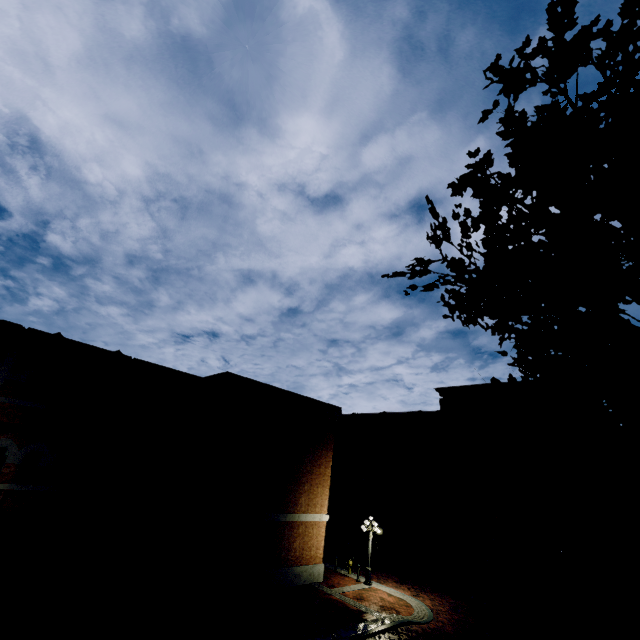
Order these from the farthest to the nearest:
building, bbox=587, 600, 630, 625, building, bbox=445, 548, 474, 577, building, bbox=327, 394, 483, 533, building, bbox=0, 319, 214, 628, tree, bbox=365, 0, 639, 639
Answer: building, bbox=327, 394, 483, 533
building, bbox=445, 548, 474, 577
building, bbox=587, 600, 630, 625
building, bbox=0, 319, 214, 628
tree, bbox=365, 0, 639, 639

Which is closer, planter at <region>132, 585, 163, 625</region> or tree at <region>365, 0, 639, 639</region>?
tree at <region>365, 0, 639, 639</region>

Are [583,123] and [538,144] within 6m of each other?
yes

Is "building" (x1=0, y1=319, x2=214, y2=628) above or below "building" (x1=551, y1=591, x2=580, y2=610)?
above

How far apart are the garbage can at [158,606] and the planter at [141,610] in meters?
0.1

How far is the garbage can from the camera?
11.6m

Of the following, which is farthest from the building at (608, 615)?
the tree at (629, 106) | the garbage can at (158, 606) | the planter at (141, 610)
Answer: the planter at (141, 610)

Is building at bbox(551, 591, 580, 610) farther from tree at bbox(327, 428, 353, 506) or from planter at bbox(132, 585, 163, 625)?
planter at bbox(132, 585, 163, 625)
